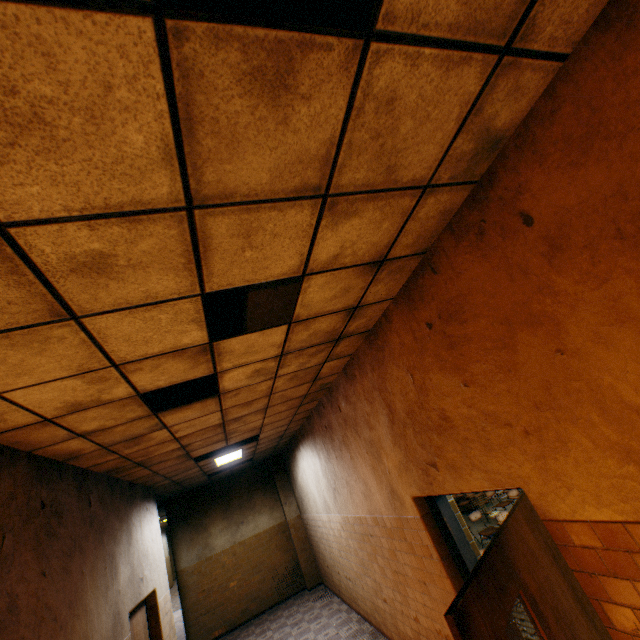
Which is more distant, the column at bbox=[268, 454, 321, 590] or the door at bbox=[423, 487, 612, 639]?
the column at bbox=[268, 454, 321, 590]

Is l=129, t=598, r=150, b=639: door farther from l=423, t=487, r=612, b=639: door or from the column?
the column

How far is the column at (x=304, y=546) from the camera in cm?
995

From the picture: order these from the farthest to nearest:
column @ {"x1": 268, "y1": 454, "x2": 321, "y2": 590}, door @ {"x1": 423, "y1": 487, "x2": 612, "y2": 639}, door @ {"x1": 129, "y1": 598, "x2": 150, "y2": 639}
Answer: column @ {"x1": 268, "y1": 454, "x2": 321, "y2": 590} < door @ {"x1": 129, "y1": 598, "x2": 150, "y2": 639} < door @ {"x1": 423, "y1": 487, "x2": 612, "y2": 639}

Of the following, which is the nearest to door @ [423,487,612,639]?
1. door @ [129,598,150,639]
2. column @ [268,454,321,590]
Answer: door @ [129,598,150,639]

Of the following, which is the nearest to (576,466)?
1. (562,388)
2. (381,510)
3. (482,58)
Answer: (562,388)

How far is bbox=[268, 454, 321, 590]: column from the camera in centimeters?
995cm

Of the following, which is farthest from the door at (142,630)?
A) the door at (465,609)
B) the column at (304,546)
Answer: the column at (304,546)
